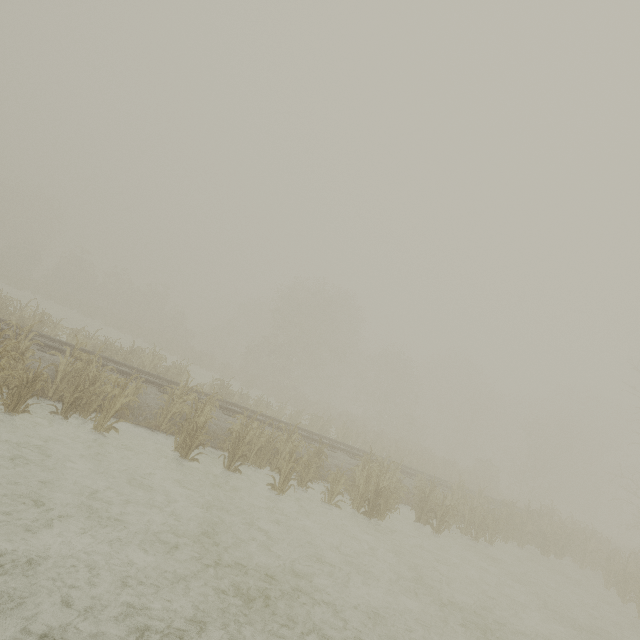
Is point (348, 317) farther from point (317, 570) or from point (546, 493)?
point (317, 570)
